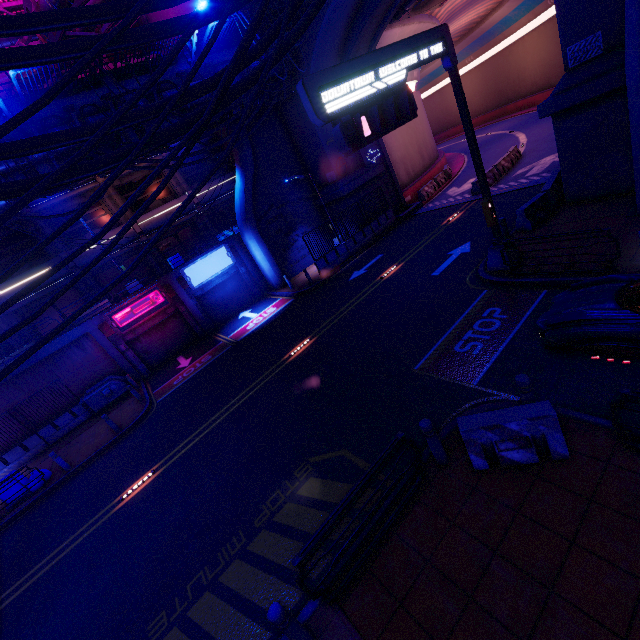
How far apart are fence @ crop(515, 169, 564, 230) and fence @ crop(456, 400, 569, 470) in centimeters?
951cm

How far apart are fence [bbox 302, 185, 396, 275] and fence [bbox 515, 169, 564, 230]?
10.32m

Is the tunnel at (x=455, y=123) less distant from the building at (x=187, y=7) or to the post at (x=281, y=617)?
the building at (x=187, y=7)

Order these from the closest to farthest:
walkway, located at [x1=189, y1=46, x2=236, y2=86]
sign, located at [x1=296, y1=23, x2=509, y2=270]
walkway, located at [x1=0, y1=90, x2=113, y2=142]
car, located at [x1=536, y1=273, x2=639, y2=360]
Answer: car, located at [x1=536, y1=273, x2=639, y2=360]
sign, located at [x1=296, y1=23, x2=509, y2=270]
walkway, located at [x1=0, y1=90, x2=113, y2=142]
walkway, located at [x1=189, y1=46, x2=236, y2=86]

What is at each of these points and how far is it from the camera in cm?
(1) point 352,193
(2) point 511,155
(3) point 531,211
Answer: (1) wall arch, 2230
(2) fence, 2220
(3) fence, 1242

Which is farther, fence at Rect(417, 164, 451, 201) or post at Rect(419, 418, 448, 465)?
fence at Rect(417, 164, 451, 201)

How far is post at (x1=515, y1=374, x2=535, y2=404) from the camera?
5.56m

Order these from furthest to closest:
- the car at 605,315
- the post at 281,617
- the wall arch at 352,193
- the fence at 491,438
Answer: the wall arch at 352,193 → the car at 605,315 → the fence at 491,438 → the post at 281,617
